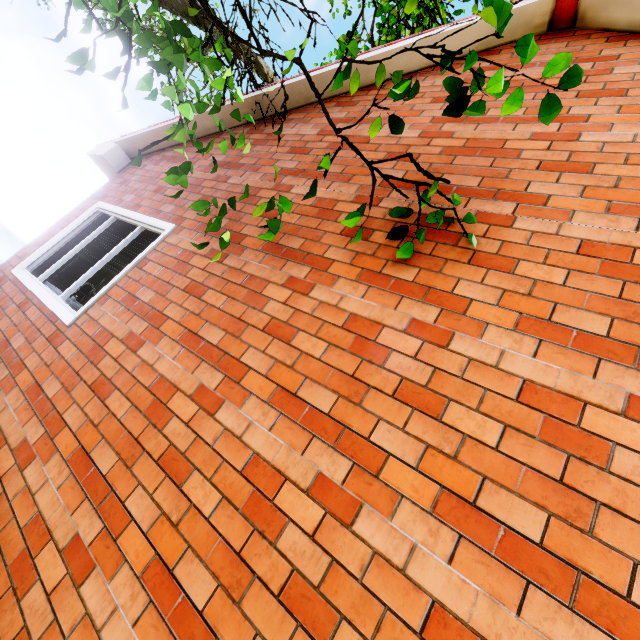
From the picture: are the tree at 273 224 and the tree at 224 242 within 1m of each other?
yes

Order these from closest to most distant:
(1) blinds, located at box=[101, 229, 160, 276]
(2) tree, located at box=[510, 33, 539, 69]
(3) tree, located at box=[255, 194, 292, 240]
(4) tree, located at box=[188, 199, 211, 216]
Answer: (2) tree, located at box=[510, 33, 539, 69], (3) tree, located at box=[255, 194, 292, 240], (4) tree, located at box=[188, 199, 211, 216], (1) blinds, located at box=[101, 229, 160, 276]

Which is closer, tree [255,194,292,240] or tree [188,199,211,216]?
tree [255,194,292,240]

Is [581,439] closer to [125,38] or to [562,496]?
[562,496]

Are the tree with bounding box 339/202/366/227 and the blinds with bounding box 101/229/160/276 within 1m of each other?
no

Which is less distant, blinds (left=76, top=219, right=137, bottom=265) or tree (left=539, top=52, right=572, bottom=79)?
tree (left=539, top=52, right=572, bottom=79)

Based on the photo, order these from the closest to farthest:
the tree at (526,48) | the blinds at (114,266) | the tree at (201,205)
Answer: the tree at (526,48) < the tree at (201,205) < the blinds at (114,266)
